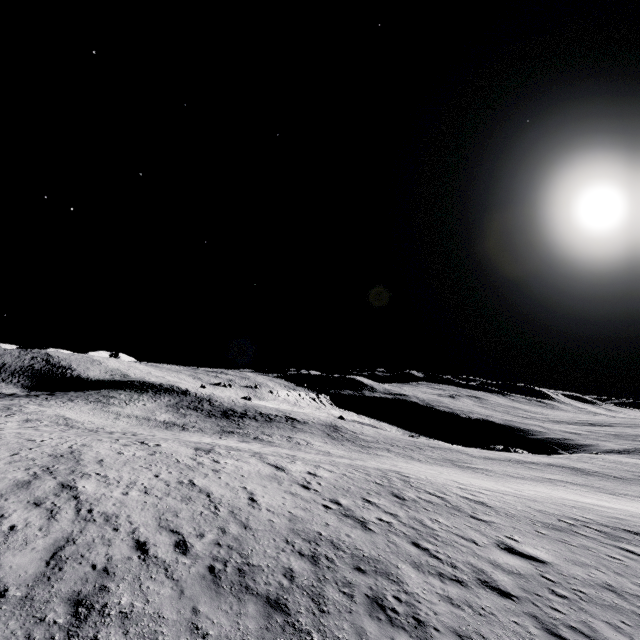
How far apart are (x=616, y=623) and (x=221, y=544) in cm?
1046
